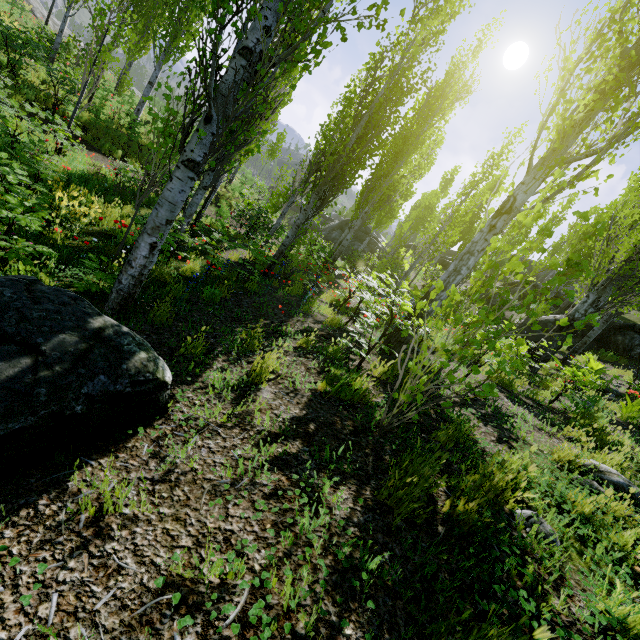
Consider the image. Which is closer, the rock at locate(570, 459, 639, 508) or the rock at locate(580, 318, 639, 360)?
the rock at locate(570, 459, 639, 508)

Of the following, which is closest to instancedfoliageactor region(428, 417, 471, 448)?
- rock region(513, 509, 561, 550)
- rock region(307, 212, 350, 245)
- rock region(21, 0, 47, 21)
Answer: rock region(21, 0, 47, 21)

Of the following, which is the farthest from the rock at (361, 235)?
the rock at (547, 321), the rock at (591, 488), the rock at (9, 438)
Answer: the rock at (9, 438)

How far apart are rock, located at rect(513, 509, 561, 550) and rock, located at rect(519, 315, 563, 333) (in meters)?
15.64

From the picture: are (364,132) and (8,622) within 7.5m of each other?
no

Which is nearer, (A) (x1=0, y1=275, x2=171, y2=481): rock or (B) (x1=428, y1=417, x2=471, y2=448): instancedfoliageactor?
(A) (x1=0, y1=275, x2=171, y2=481): rock

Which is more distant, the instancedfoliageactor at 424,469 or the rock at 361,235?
the rock at 361,235
